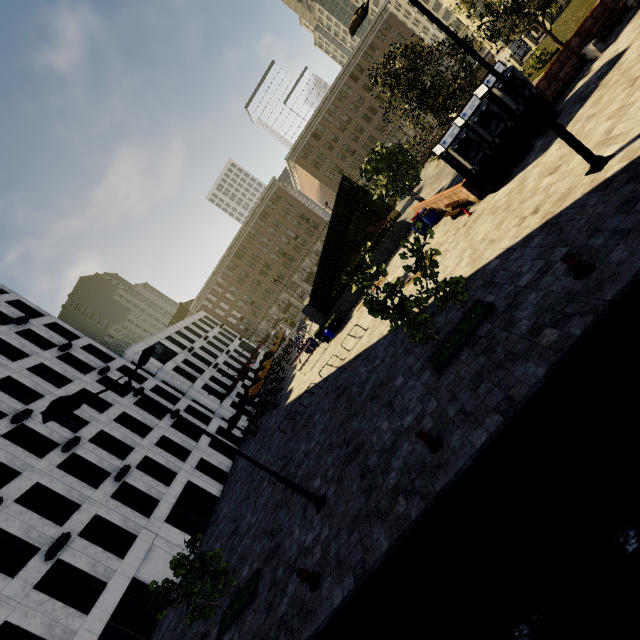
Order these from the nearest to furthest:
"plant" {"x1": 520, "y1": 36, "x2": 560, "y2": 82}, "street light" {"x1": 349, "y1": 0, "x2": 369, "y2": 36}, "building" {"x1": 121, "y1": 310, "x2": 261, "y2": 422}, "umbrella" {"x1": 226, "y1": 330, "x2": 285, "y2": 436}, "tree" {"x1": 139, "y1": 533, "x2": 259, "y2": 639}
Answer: "street light" {"x1": 349, "y1": 0, "x2": 369, "y2": 36} → "tree" {"x1": 139, "y1": 533, "x2": 259, "y2": 639} → "plant" {"x1": 520, "y1": 36, "x2": 560, "y2": 82} → "umbrella" {"x1": 226, "y1": 330, "x2": 285, "y2": 436} → "building" {"x1": 121, "y1": 310, "x2": 261, "y2": 422}

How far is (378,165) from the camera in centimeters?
2112cm

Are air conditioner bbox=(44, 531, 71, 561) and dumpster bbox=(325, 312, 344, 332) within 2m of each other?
no

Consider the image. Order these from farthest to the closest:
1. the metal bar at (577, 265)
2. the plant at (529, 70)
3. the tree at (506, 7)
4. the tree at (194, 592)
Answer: the plant at (529, 70), the tree at (506, 7), the tree at (194, 592), the metal bar at (577, 265)

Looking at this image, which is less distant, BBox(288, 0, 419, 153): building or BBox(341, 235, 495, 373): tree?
BBox(341, 235, 495, 373): tree

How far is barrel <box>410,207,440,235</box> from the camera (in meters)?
19.20

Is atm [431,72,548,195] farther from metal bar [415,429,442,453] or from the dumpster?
the dumpster

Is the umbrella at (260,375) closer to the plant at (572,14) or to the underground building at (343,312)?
the underground building at (343,312)
